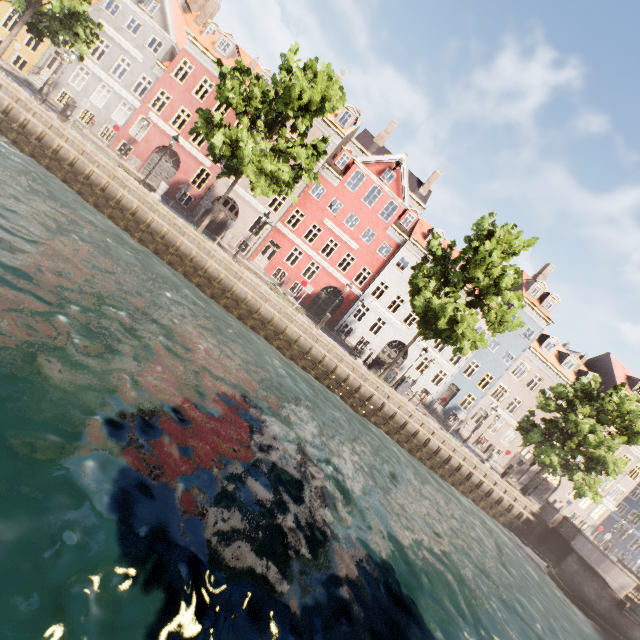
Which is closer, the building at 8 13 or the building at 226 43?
the building at 8 13

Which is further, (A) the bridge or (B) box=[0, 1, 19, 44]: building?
(B) box=[0, 1, 19, 44]: building

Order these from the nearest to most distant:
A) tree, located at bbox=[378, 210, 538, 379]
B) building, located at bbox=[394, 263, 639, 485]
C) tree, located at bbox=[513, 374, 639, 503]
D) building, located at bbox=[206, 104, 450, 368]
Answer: tree, located at bbox=[378, 210, 538, 379] → tree, located at bbox=[513, 374, 639, 503] → building, located at bbox=[206, 104, 450, 368] → building, located at bbox=[394, 263, 639, 485]

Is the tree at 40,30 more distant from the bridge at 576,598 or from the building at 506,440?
the building at 506,440

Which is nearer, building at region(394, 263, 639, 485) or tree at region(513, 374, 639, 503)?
tree at region(513, 374, 639, 503)

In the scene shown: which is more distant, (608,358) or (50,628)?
(608,358)

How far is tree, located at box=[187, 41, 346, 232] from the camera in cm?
1630

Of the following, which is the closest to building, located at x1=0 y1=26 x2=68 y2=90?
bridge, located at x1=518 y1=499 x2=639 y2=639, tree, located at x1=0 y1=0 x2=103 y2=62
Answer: tree, located at x1=0 y1=0 x2=103 y2=62
